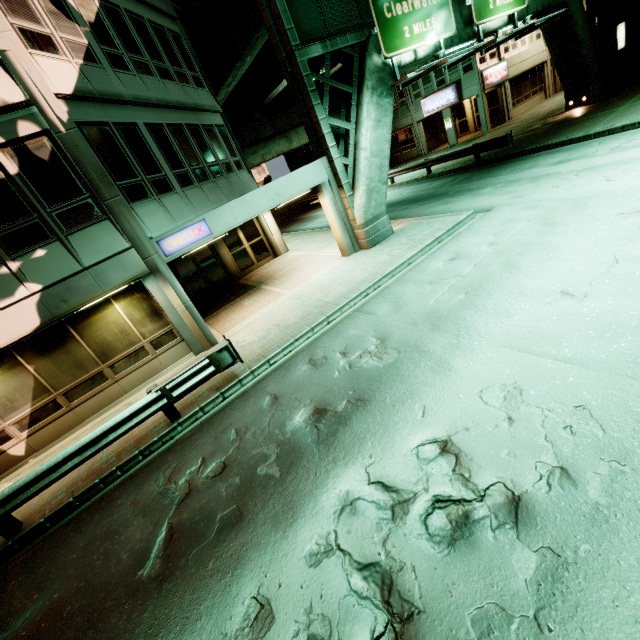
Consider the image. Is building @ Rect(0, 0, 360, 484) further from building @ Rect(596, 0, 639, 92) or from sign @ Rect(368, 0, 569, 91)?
building @ Rect(596, 0, 639, 92)

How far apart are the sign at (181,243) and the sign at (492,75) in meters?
27.2 m

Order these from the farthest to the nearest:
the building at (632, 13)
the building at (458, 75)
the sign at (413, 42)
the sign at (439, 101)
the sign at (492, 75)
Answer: the sign at (439, 101), the building at (458, 75), the sign at (492, 75), the building at (632, 13), the sign at (413, 42)

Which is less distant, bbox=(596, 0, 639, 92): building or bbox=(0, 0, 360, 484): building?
bbox=(0, 0, 360, 484): building

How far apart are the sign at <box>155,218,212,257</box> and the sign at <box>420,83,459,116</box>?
26.99m

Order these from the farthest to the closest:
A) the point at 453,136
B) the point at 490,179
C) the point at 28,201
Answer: the point at 453,136
the point at 490,179
the point at 28,201

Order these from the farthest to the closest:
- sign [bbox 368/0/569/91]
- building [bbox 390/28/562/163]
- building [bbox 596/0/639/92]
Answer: building [bbox 390/28/562/163], building [bbox 596/0/639/92], sign [bbox 368/0/569/91]

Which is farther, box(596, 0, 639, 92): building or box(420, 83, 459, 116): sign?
box(420, 83, 459, 116): sign
